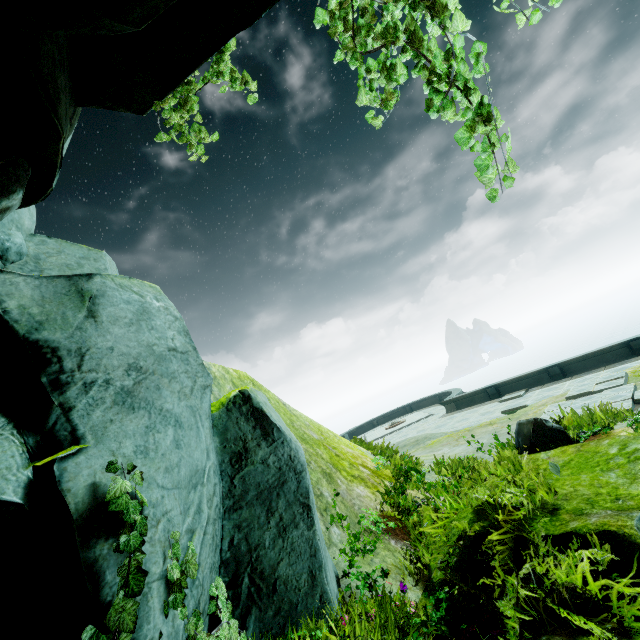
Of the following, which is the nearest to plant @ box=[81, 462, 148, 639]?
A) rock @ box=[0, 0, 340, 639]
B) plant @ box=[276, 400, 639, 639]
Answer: rock @ box=[0, 0, 340, 639]

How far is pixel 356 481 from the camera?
6.0 meters

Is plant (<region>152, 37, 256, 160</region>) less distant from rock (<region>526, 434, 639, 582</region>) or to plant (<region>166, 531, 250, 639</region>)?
rock (<region>526, 434, 639, 582</region>)

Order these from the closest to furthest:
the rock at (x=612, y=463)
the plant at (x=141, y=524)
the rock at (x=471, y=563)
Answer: the plant at (x=141, y=524) < the rock at (x=612, y=463) < the rock at (x=471, y=563)

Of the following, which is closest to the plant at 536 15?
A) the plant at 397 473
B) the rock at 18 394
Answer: the rock at 18 394

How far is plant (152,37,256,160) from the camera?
3.64m

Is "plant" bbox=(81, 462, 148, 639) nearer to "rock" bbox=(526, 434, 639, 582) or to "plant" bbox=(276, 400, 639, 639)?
"rock" bbox=(526, 434, 639, 582)
